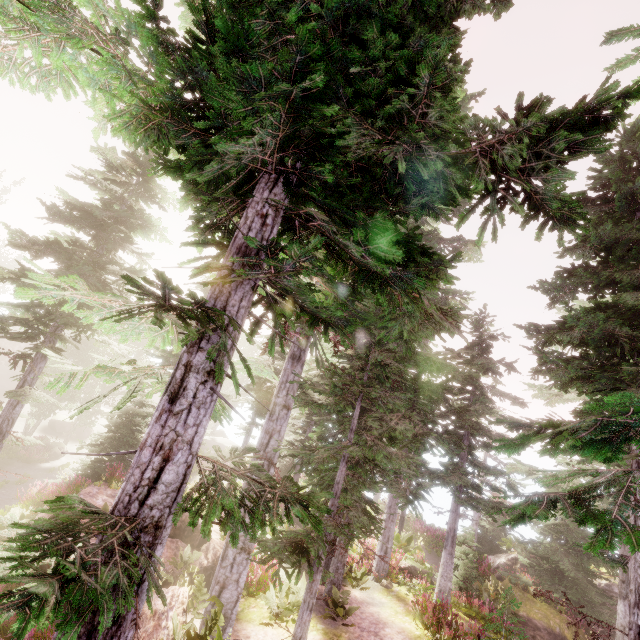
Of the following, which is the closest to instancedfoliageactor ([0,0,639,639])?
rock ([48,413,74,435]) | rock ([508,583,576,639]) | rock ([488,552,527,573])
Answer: rock ([488,552,527,573])

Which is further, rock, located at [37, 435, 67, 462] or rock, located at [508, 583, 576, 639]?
rock, located at [37, 435, 67, 462]

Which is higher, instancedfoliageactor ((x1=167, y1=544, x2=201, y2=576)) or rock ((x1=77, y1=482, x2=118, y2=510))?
rock ((x1=77, y1=482, x2=118, y2=510))

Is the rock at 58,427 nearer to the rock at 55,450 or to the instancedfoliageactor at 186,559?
the instancedfoliageactor at 186,559

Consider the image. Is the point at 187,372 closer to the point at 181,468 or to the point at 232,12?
the point at 181,468

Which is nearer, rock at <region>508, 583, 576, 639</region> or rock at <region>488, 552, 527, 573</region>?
rock at <region>508, 583, 576, 639</region>

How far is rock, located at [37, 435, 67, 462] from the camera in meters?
24.2

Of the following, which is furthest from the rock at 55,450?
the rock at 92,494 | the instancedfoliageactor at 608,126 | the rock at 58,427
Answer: the rock at 92,494
